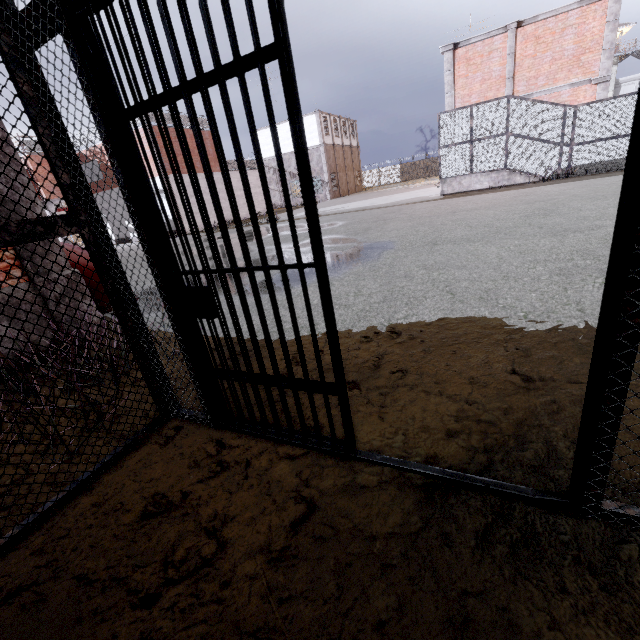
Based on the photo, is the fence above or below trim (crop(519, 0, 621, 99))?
below

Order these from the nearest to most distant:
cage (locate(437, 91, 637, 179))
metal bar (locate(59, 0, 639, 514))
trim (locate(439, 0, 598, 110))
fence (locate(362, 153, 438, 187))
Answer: metal bar (locate(59, 0, 639, 514)) < cage (locate(437, 91, 637, 179)) < trim (locate(439, 0, 598, 110)) < fence (locate(362, 153, 438, 187))

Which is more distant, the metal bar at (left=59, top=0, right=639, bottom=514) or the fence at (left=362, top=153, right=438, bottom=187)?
the fence at (left=362, top=153, right=438, bottom=187)

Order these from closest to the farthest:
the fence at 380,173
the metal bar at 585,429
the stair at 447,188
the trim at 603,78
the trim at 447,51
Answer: the metal bar at 585,429 → the trim at 603,78 → the trim at 447,51 → the stair at 447,188 → the fence at 380,173

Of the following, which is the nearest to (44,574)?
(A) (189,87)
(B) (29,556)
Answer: (B) (29,556)

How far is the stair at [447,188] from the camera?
15.4 meters

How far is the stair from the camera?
15.4m

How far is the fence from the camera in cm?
5138
